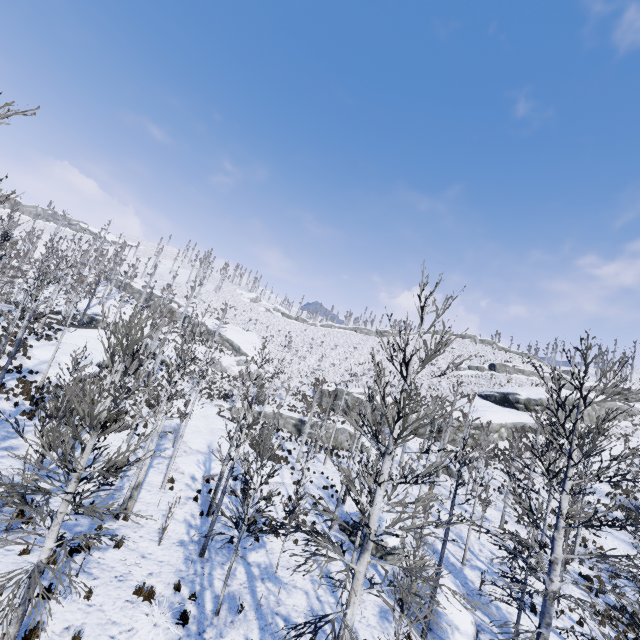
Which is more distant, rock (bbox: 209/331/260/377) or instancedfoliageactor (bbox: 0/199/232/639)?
rock (bbox: 209/331/260/377)

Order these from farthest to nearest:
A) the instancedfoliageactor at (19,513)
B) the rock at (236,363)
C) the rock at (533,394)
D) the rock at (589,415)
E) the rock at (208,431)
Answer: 1. the rock at (236,363)
2. the rock at (589,415)
3. the rock at (533,394)
4. the rock at (208,431)
5. the instancedfoliageactor at (19,513)

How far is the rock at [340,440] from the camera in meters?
36.1

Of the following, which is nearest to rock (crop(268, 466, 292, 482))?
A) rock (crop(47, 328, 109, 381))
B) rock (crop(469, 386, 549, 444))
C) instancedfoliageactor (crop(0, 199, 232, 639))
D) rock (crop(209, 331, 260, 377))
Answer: instancedfoliageactor (crop(0, 199, 232, 639))

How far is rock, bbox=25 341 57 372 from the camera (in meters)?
24.09

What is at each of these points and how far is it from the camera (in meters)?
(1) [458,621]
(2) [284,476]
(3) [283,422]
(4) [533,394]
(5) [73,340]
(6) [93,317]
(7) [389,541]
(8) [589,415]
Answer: (1) rock, 13.70
(2) rock, 23.06
(3) rock, 39.00
(4) rock, 44.69
(5) rock, 34.31
(6) rock, 52.16
(7) rock, 17.80
(8) rock, 41.53

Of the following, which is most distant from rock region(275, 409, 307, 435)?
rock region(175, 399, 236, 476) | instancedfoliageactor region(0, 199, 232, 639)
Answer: rock region(175, 399, 236, 476)

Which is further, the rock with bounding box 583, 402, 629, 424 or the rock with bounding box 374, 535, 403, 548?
the rock with bounding box 583, 402, 629, 424
